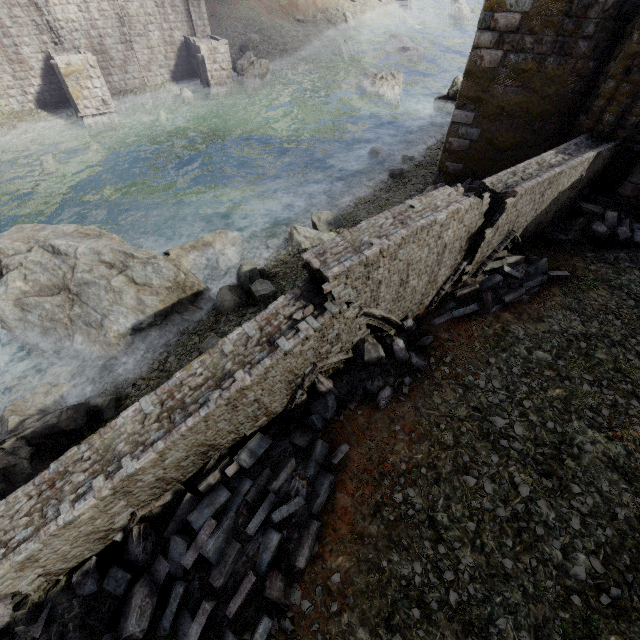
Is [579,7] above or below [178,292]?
above

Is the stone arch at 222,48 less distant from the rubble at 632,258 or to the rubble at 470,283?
the rubble at 470,283

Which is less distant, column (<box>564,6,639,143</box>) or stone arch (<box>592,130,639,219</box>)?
column (<box>564,6,639,143</box>)

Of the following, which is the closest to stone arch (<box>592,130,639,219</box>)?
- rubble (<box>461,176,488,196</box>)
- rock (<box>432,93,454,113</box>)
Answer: rubble (<box>461,176,488,196</box>)

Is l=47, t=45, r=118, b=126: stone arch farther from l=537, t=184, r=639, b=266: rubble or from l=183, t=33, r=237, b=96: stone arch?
l=537, t=184, r=639, b=266: rubble

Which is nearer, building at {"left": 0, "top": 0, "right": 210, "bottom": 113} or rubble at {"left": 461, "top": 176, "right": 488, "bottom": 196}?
rubble at {"left": 461, "top": 176, "right": 488, "bottom": 196}

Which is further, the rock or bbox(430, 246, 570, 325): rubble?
the rock

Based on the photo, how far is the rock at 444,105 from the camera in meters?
21.7 m
